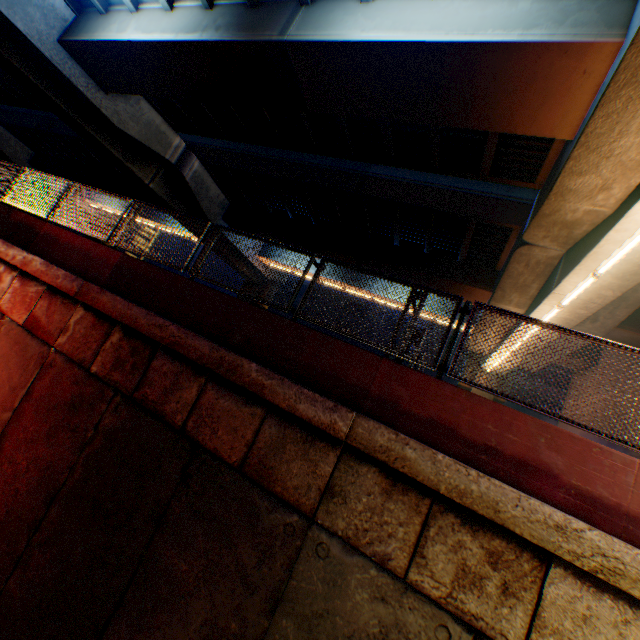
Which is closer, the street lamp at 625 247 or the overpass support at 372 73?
the overpass support at 372 73

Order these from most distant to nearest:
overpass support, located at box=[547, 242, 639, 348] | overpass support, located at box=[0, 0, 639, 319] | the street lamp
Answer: overpass support, located at box=[547, 242, 639, 348], the street lamp, overpass support, located at box=[0, 0, 639, 319]

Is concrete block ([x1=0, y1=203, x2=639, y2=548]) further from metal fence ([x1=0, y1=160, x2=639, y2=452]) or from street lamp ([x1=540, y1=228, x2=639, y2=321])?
street lamp ([x1=540, y1=228, x2=639, y2=321])

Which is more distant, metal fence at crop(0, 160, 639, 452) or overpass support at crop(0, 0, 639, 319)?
overpass support at crop(0, 0, 639, 319)

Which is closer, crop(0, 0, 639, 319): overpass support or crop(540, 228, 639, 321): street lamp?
crop(0, 0, 639, 319): overpass support

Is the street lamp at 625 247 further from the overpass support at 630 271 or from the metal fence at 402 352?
the metal fence at 402 352

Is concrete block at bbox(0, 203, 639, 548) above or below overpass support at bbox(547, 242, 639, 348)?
below

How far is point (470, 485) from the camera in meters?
3.6
